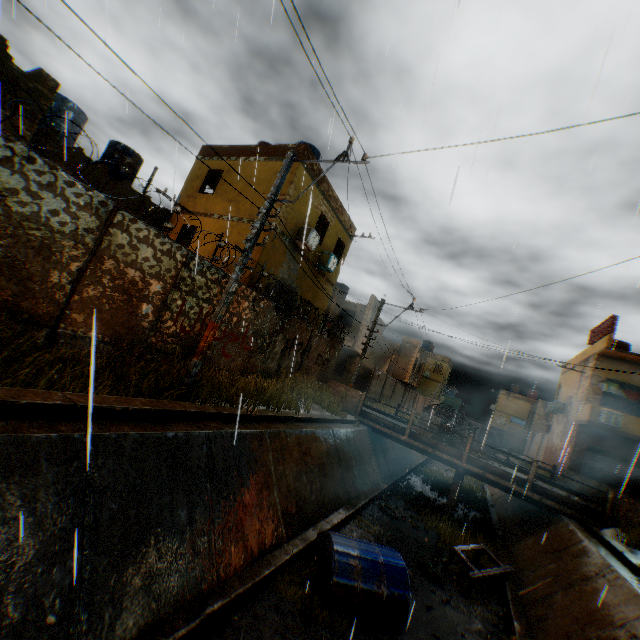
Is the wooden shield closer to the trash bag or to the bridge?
the bridge

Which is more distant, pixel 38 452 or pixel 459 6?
pixel 38 452

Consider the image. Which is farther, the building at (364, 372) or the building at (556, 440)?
the building at (364, 372)

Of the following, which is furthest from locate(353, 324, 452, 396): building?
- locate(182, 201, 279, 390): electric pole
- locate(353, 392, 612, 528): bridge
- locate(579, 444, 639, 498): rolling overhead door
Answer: locate(182, 201, 279, 390): electric pole

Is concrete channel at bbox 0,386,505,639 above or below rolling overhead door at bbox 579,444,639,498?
below

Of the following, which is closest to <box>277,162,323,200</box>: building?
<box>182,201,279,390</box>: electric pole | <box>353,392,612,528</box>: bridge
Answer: <box>353,392,612,528</box>: bridge

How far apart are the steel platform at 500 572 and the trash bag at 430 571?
0.40m

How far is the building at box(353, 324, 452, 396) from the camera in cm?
2958
